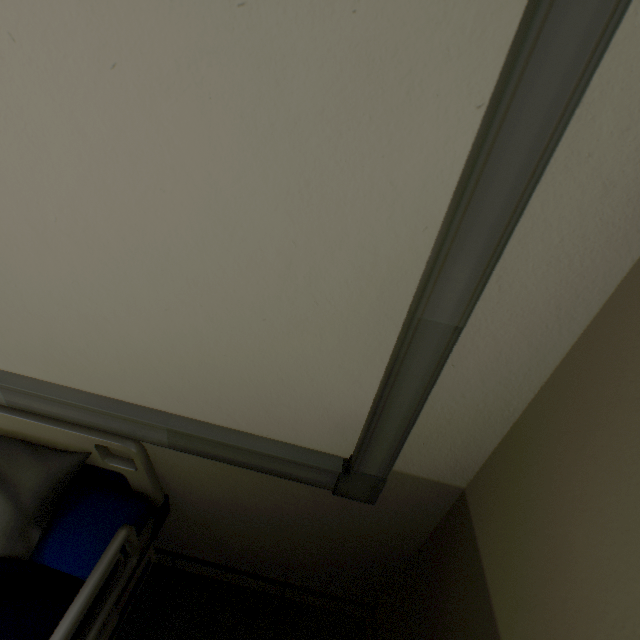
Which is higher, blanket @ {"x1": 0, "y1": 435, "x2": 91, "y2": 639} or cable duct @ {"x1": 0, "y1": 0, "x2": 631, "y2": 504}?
cable duct @ {"x1": 0, "y1": 0, "x2": 631, "y2": 504}

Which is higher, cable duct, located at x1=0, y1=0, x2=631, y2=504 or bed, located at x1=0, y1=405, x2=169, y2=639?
cable duct, located at x1=0, y1=0, x2=631, y2=504

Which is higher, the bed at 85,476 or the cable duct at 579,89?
the cable duct at 579,89

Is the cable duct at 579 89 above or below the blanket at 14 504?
above

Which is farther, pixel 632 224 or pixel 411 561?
pixel 411 561
